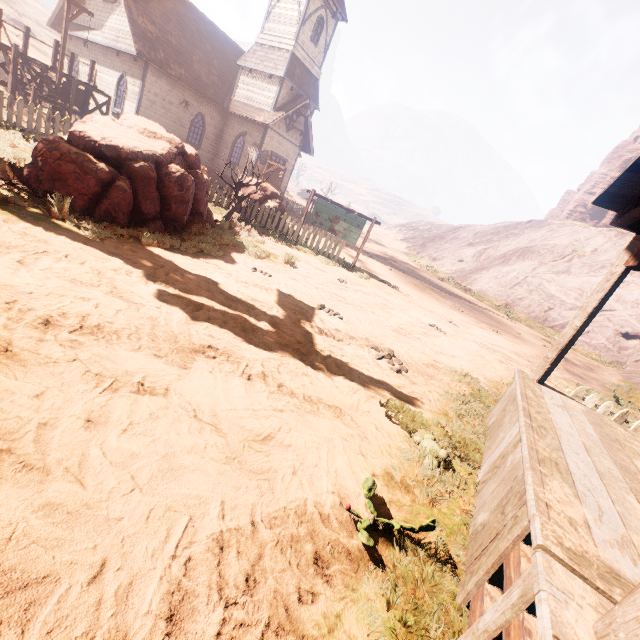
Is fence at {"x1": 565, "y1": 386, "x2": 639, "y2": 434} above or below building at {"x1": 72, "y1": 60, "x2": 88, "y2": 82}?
below

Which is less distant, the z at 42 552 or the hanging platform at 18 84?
the z at 42 552

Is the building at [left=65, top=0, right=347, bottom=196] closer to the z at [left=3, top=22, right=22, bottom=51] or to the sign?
the z at [left=3, top=22, right=22, bottom=51]

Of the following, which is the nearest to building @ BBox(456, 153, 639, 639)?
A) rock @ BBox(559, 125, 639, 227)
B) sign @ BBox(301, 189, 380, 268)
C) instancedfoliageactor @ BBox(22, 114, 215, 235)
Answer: instancedfoliageactor @ BBox(22, 114, 215, 235)

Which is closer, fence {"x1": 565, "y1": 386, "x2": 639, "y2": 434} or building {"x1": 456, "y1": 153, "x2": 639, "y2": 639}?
building {"x1": 456, "y1": 153, "x2": 639, "y2": 639}

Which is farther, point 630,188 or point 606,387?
point 606,387

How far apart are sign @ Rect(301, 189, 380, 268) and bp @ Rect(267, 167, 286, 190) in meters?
9.9

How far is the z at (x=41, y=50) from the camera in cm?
2938
